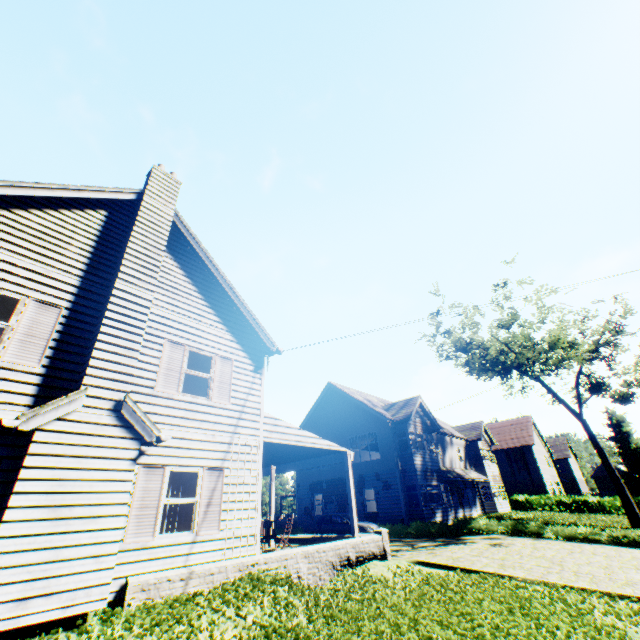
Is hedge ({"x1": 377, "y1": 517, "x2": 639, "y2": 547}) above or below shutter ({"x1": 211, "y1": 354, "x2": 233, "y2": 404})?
below

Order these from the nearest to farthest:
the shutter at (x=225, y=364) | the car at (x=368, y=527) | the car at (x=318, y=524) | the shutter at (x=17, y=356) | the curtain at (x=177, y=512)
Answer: the shutter at (x=17, y=356), the curtain at (x=177, y=512), the shutter at (x=225, y=364), the car at (x=368, y=527), the car at (x=318, y=524)

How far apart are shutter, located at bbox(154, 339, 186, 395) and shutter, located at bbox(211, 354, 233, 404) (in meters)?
1.02

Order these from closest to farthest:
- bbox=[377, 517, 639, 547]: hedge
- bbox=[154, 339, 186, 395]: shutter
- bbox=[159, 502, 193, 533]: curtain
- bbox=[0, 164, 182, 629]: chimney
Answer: bbox=[0, 164, 182, 629]: chimney, bbox=[159, 502, 193, 533]: curtain, bbox=[154, 339, 186, 395]: shutter, bbox=[377, 517, 639, 547]: hedge

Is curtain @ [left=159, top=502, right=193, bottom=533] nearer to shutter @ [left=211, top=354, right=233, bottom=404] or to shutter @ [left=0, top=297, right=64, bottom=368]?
shutter @ [left=211, top=354, right=233, bottom=404]

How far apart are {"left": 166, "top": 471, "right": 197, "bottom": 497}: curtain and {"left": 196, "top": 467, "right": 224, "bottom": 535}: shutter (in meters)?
0.37

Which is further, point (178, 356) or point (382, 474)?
point (382, 474)

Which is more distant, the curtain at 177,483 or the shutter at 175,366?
the shutter at 175,366
